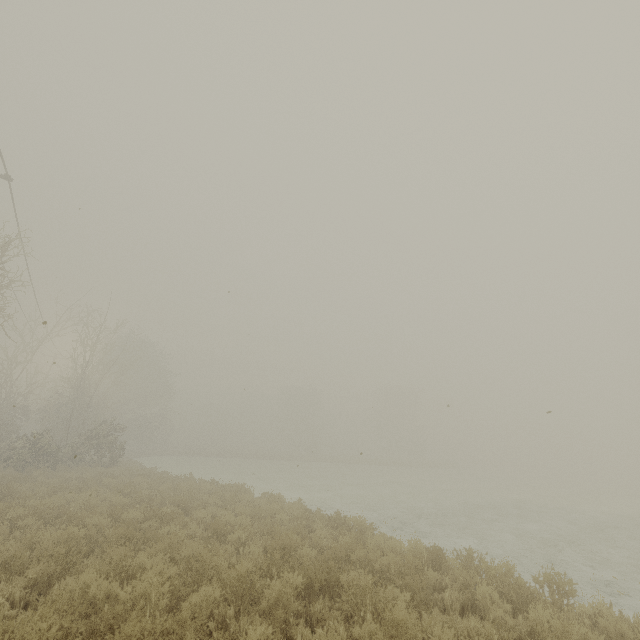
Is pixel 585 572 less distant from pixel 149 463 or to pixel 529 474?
pixel 149 463
